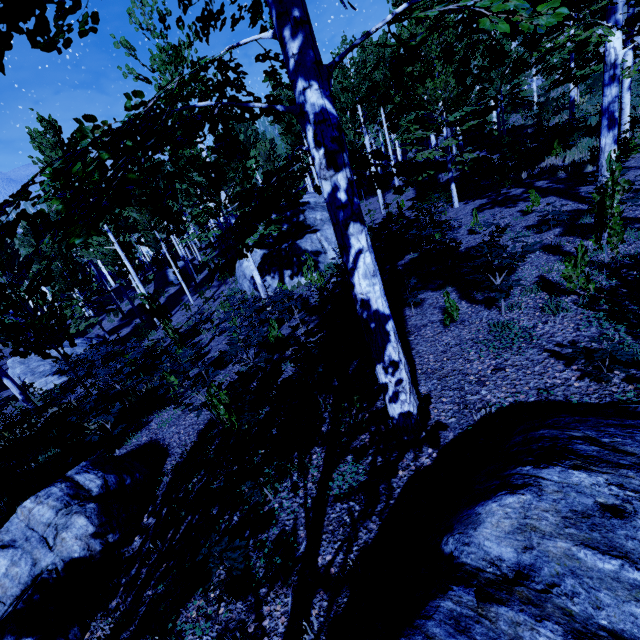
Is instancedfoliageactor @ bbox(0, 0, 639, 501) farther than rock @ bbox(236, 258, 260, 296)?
No

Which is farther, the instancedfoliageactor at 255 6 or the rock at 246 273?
the rock at 246 273

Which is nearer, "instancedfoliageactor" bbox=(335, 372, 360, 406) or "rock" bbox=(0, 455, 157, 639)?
"rock" bbox=(0, 455, 157, 639)

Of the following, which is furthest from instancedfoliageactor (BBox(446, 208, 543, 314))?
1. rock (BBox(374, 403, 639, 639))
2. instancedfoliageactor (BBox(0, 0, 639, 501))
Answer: instancedfoliageactor (BBox(0, 0, 639, 501))

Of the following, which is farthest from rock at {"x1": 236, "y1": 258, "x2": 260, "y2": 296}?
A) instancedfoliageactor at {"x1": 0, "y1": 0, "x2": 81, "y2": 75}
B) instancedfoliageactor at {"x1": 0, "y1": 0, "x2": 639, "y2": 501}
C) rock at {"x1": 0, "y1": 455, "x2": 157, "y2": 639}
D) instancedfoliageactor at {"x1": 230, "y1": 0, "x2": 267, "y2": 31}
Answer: instancedfoliageactor at {"x1": 0, "y1": 0, "x2": 81, "y2": 75}

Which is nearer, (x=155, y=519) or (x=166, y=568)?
(x=166, y=568)

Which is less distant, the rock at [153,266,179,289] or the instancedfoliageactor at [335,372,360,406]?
the instancedfoliageactor at [335,372,360,406]

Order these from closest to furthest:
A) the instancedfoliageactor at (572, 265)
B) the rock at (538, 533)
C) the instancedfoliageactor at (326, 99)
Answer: the rock at (538, 533), the instancedfoliageactor at (326, 99), the instancedfoliageactor at (572, 265)
